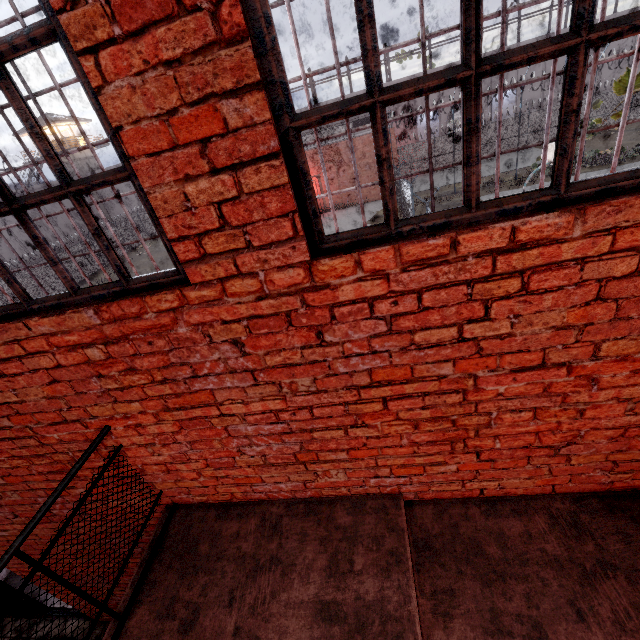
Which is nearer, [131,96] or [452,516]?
[131,96]

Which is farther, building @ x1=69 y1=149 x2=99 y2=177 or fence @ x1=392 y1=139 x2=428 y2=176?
building @ x1=69 y1=149 x2=99 y2=177

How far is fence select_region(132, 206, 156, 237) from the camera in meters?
35.6

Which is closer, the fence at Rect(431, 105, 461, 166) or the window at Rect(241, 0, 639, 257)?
the window at Rect(241, 0, 639, 257)

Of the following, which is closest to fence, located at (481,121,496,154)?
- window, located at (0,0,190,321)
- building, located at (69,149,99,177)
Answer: window, located at (0,0,190,321)

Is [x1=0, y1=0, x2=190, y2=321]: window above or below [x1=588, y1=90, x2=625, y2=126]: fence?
above

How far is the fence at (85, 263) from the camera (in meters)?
28.10

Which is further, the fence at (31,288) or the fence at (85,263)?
the fence at (85,263)
